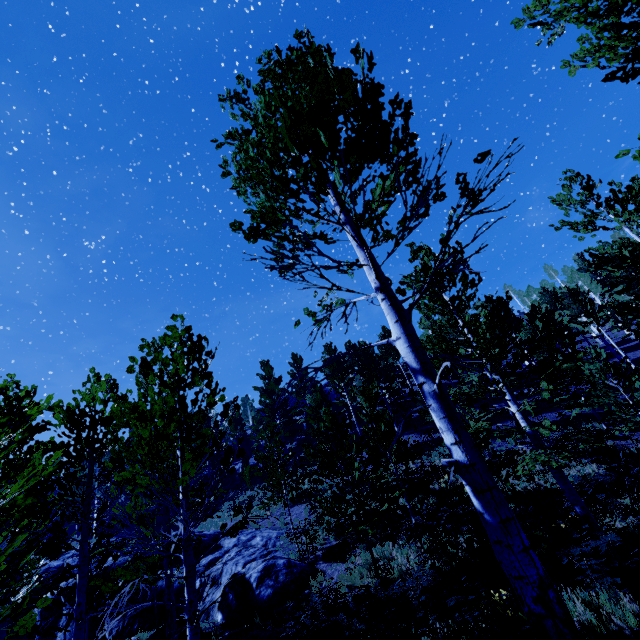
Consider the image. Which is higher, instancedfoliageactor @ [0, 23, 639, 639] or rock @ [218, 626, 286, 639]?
instancedfoliageactor @ [0, 23, 639, 639]

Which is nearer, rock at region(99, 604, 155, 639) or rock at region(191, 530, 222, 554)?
rock at region(99, 604, 155, 639)

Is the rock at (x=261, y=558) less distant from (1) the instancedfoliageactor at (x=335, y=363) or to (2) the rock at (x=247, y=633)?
(1) the instancedfoliageactor at (x=335, y=363)

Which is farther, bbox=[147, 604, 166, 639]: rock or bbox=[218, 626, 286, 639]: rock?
bbox=[147, 604, 166, 639]: rock

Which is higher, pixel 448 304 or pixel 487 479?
pixel 448 304

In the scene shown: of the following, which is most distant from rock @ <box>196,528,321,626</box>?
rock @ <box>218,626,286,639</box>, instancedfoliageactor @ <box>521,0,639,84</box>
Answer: rock @ <box>218,626,286,639</box>

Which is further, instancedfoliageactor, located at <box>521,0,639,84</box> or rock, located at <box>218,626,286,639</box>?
rock, located at <box>218,626,286,639</box>

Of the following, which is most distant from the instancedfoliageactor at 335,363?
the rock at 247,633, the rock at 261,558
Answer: the rock at 247,633
